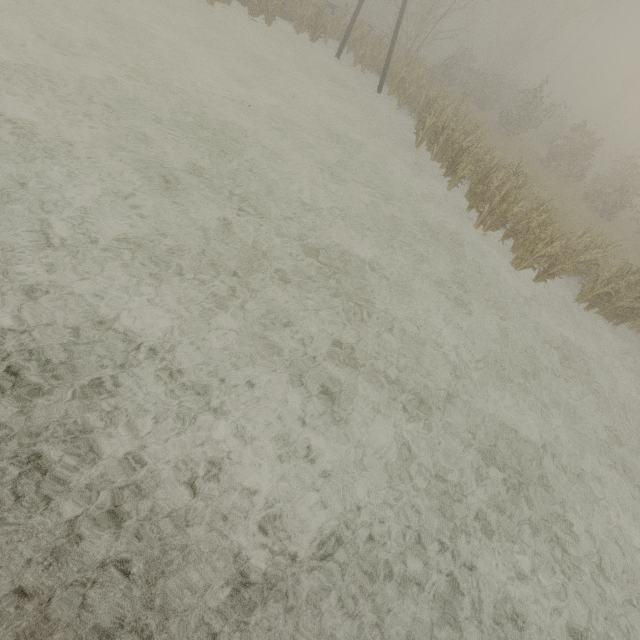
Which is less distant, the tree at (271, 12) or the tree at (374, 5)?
the tree at (271, 12)

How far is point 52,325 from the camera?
4.0m

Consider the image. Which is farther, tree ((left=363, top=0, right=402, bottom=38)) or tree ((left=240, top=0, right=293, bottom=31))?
tree ((left=363, top=0, right=402, bottom=38))

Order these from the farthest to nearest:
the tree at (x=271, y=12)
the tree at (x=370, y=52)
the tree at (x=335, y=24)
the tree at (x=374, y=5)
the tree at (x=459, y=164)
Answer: the tree at (x=374, y=5)
the tree at (x=370, y=52)
the tree at (x=335, y=24)
the tree at (x=271, y=12)
the tree at (x=459, y=164)

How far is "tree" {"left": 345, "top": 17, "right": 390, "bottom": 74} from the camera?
18.9 meters

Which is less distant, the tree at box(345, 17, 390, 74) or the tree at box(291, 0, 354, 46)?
the tree at box(291, 0, 354, 46)

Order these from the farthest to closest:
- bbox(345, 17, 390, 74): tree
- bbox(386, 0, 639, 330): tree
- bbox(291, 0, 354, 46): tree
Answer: bbox(345, 17, 390, 74): tree
bbox(291, 0, 354, 46): tree
bbox(386, 0, 639, 330): tree
